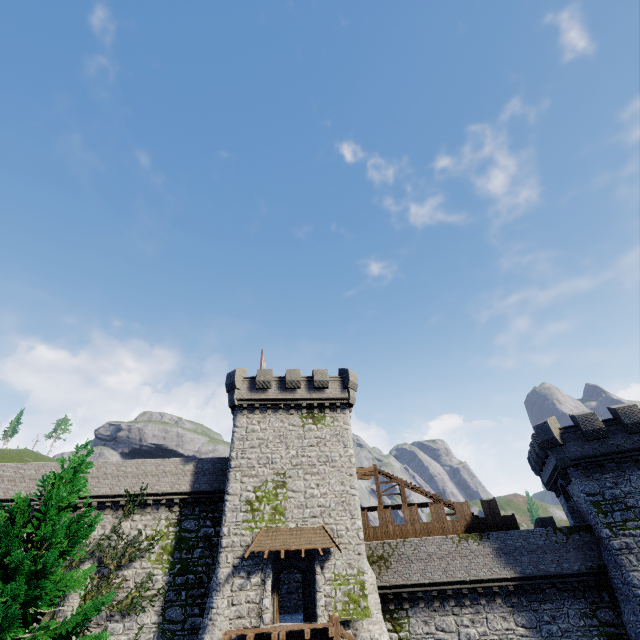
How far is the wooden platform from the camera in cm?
2803

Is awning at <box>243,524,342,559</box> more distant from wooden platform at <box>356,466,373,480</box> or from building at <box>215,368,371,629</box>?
wooden platform at <box>356,466,373,480</box>

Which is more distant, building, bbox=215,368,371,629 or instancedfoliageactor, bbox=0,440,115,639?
building, bbox=215,368,371,629

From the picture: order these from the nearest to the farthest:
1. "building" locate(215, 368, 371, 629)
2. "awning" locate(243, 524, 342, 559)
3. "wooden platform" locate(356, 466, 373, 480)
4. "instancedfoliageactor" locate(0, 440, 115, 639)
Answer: "instancedfoliageactor" locate(0, 440, 115, 639)
"building" locate(215, 368, 371, 629)
"awning" locate(243, 524, 342, 559)
"wooden platform" locate(356, 466, 373, 480)

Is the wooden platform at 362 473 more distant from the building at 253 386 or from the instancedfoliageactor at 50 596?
the instancedfoliageactor at 50 596

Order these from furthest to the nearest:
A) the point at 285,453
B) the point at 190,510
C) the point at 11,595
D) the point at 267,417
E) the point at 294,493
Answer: the point at 267,417, the point at 285,453, the point at 190,510, the point at 294,493, the point at 11,595

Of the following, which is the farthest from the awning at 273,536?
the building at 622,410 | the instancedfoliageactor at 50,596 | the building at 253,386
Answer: the building at 622,410

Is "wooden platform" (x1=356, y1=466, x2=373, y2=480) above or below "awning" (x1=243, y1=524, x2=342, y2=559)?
above
